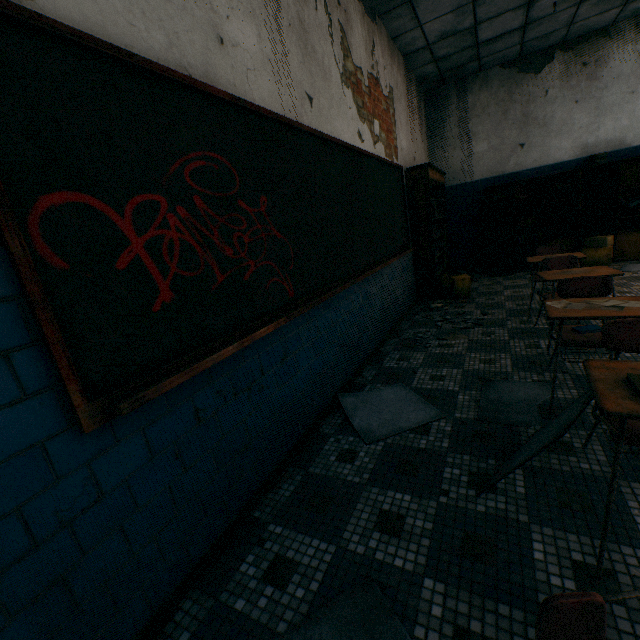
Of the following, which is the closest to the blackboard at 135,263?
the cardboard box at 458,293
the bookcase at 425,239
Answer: the bookcase at 425,239

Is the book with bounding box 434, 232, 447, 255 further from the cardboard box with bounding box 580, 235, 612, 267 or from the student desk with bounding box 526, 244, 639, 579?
the student desk with bounding box 526, 244, 639, 579

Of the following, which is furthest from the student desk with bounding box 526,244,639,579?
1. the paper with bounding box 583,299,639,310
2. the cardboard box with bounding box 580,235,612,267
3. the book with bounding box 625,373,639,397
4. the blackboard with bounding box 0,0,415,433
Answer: the cardboard box with bounding box 580,235,612,267

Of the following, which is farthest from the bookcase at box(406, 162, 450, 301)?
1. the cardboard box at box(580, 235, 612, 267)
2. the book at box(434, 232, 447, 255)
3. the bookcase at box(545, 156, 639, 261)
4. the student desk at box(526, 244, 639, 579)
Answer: the student desk at box(526, 244, 639, 579)

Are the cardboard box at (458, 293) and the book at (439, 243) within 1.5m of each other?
yes

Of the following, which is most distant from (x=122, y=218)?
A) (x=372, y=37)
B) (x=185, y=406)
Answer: (x=372, y=37)

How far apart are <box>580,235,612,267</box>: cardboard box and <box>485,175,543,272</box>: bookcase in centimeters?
6cm

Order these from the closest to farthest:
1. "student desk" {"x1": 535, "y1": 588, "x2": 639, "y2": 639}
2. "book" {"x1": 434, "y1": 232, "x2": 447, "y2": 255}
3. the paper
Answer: "student desk" {"x1": 535, "y1": 588, "x2": 639, "y2": 639} < the paper < "book" {"x1": 434, "y1": 232, "x2": 447, "y2": 255}
